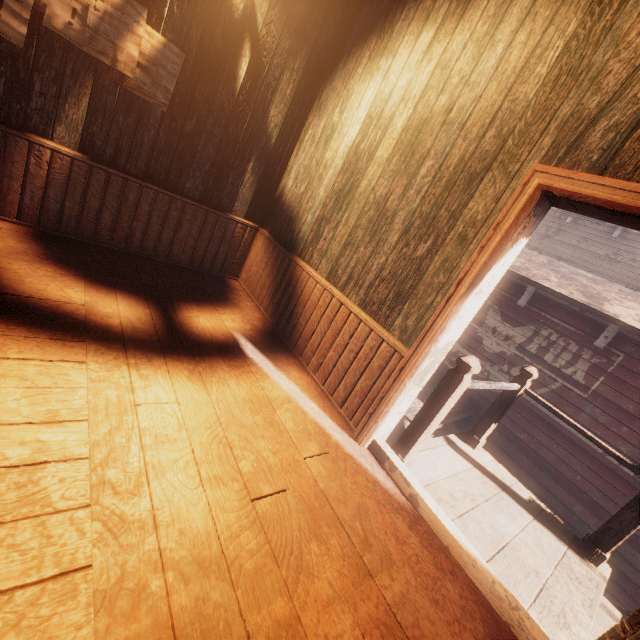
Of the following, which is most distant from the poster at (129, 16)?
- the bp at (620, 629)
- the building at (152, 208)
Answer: the bp at (620, 629)

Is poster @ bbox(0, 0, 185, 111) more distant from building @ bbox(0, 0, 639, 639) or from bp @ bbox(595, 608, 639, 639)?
bp @ bbox(595, 608, 639, 639)

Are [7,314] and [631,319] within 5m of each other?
no

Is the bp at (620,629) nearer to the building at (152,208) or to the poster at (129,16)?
the building at (152,208)

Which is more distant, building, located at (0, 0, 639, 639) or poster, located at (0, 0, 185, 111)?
poster, located at (0, 0, 185, 111)

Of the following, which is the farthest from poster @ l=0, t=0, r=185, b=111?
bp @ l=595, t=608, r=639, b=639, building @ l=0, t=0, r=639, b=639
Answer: bp @ l=595, t=608, r=639, b=639
